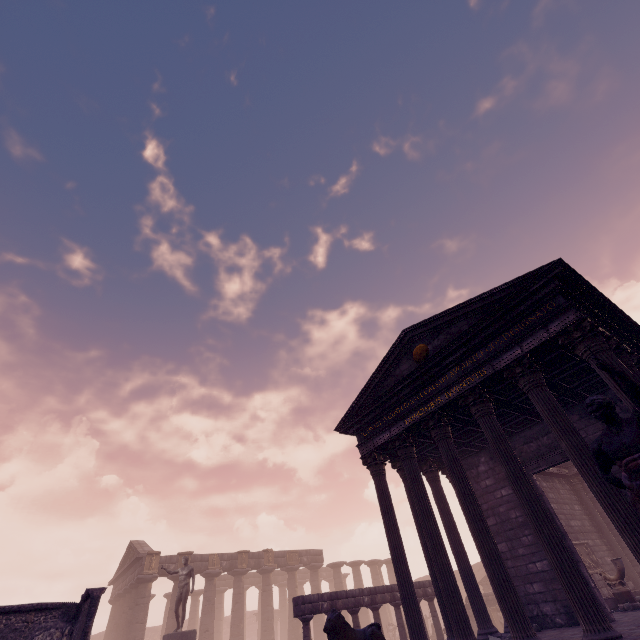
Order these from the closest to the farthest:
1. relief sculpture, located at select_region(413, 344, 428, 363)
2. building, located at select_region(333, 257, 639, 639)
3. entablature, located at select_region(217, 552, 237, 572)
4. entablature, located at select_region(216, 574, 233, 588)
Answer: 1. building, located at select_region(333, 257, 639, 639)
2. relief sculpture, located at select_region(413, 344, 428, 363)
3. entablature, located at select_region(217, 552, 237, 572)
4. entablature, located at select_region(216, 574, 233, 588)

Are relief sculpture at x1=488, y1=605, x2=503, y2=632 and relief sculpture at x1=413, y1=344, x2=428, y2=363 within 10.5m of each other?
no

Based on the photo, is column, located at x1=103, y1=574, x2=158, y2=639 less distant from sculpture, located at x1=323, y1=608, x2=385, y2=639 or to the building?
the building

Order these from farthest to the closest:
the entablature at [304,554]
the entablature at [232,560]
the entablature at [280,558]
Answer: the entablature at [304,554]
the entablature at [280,558]
the entablature at [232,560]

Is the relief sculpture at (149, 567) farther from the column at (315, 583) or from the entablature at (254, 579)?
the column at (315, 583)

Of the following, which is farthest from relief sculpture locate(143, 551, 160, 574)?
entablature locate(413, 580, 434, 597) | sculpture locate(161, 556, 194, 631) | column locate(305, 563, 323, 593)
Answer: entablature locate(413, 580, 434, 597)

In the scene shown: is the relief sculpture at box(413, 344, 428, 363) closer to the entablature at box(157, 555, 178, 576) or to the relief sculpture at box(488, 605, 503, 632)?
the relief sculpture at box(488, 605, 503, 632)

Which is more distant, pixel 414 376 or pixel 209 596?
pixel 209 596
